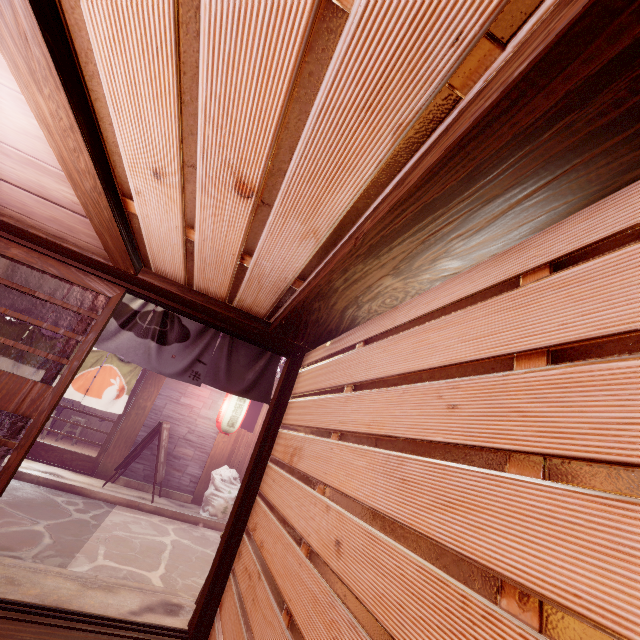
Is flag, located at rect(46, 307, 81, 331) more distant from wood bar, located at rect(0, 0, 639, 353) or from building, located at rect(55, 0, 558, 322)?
building, located at rect(55, 0, 558, 322)

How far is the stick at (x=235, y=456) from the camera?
14.5 meters

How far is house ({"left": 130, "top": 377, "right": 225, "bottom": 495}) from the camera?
13.66m

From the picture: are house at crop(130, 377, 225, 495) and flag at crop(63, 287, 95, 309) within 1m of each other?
no

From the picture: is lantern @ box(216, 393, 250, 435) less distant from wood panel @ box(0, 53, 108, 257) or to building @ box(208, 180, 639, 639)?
building @ box(208, 180, 639, 639)

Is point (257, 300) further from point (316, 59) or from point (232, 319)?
point (316, 59)

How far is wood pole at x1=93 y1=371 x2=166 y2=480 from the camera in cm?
1281

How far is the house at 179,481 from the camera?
13.7 meters
